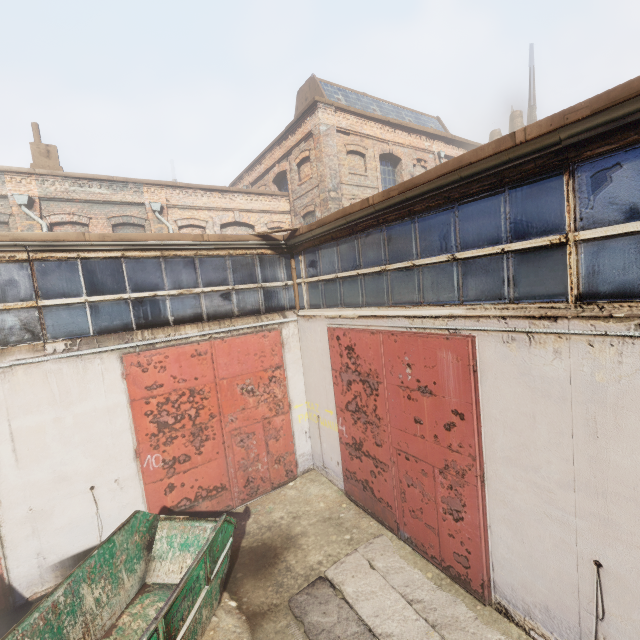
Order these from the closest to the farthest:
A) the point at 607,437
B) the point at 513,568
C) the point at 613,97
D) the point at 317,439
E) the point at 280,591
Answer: the point at 613,97, the point at 607,437, the point at 513,568, the point at 280,591, the point at 317,439
